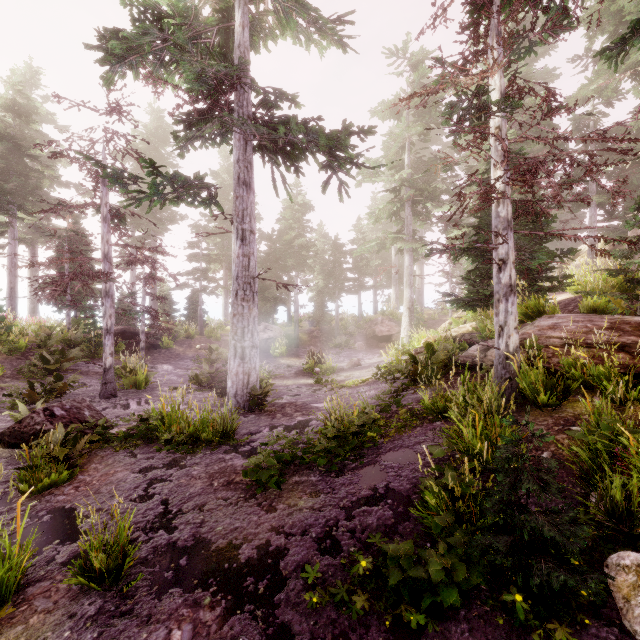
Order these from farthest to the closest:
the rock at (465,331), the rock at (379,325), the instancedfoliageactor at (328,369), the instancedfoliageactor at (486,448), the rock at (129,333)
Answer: the rock at (379,325), the rock at (129,333), the instancedfoliageactor at (328,369), the rock at (465,331), the instancedfoliageactor at (486,448)

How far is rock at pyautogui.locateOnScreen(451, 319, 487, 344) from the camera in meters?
10.8 m

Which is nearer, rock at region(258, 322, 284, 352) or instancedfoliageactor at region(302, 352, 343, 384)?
instancedfoliageactor at region(302, 352, 343, 384)

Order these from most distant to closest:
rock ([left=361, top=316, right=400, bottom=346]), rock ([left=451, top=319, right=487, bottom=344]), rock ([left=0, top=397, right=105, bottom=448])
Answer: rock ([left=361, top=316, right=400, bottom=346]) < rock ([left=451, top=319, right=487, bottom=344]) < rock ([left=0, top=397, right=105, bottom=448])

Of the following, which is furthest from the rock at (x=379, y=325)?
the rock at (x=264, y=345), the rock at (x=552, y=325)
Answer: the rock at (x=264, y=345)

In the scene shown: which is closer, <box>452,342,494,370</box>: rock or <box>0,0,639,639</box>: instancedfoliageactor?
<box>0,0,639,639</box>: instancedfoliageactor

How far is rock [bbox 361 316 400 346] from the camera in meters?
25.8 m

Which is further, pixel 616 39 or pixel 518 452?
pixel 616 39
